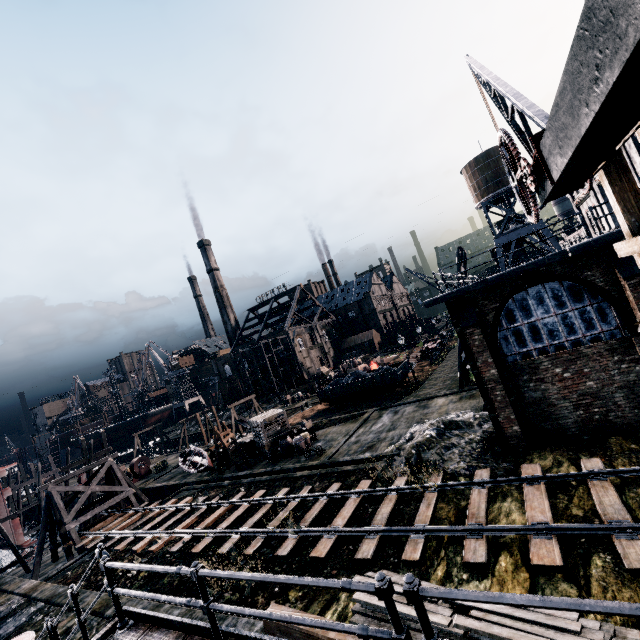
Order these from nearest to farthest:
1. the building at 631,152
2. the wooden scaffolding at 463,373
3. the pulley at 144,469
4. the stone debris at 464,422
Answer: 1. the stone debris at 464,422
2. the building at 631,152
3. the wooden scaffolding at 463,373
4. the pulley at 144,469

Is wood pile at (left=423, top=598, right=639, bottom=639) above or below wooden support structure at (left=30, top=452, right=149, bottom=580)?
below

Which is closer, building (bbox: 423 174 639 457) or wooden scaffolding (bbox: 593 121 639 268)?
wooden scaffolding (bbox: 593 121 639 268)

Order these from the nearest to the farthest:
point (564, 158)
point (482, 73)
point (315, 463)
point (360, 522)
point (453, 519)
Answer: point (564, 158)
point (482, 73)
point (453, 519)
point (360, 522)
point (315, 463)

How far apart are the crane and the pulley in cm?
4528

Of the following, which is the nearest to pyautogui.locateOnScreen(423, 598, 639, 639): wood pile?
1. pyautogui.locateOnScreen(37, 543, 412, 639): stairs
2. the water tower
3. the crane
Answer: pyautogui.locateOnScreen(37, 543, 412, 639): stairs

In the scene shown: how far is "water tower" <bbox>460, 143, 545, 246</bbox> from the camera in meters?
43.2 m

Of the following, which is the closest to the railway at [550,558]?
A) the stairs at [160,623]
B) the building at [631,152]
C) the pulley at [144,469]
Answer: the building at [631,152]
